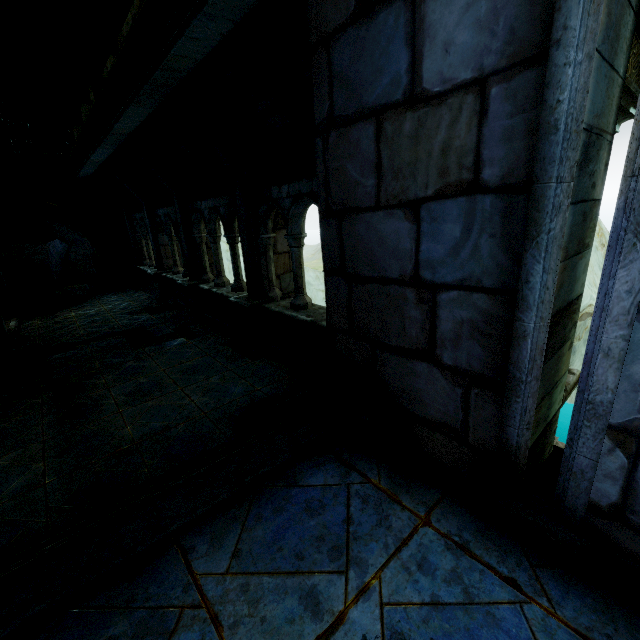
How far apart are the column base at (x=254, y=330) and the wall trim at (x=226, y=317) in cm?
5

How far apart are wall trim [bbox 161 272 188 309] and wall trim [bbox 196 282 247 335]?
0.8m

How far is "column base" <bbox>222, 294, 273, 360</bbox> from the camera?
6.2m

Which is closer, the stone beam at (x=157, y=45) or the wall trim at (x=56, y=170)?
the stone beam at (x=157, y=45)

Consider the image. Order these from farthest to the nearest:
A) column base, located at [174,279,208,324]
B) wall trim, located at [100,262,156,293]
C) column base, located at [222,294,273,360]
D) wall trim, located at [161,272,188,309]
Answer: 1. wall trim, located at [100,262,156,293]
2. wall trim, located at [161,272,188,309]
3. column base, located at [174,279,208,324]
4. column base, located at [222,294,273,360]

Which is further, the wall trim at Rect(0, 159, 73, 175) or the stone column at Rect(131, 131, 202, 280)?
the wall trim at Rect(0, 159, 73, 175)

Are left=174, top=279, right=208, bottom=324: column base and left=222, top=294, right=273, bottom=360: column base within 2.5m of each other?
yes

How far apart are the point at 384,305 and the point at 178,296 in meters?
10.0 m
